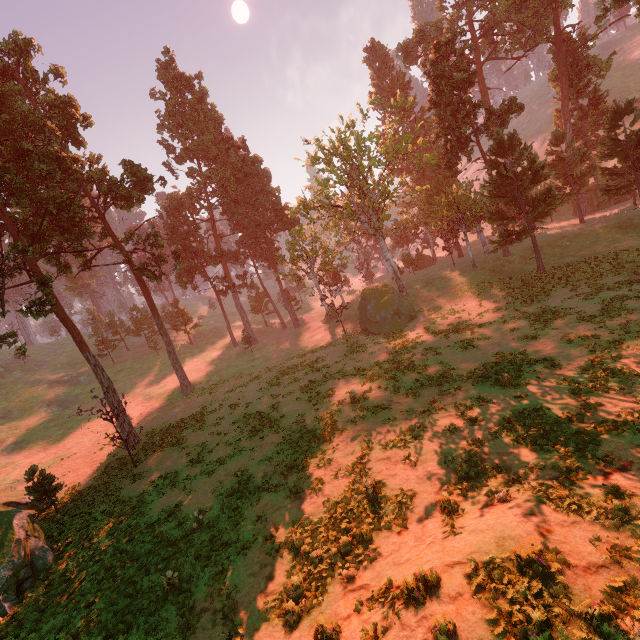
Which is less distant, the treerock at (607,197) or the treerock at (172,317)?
the treerock at (607,197)

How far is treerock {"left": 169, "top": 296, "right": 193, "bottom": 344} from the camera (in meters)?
55.53

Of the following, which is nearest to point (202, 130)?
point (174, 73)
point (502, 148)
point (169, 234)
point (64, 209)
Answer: point (174, 73)

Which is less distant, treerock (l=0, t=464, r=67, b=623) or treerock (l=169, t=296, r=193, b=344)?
treerock (l=0, t=464, r=67, b=623)

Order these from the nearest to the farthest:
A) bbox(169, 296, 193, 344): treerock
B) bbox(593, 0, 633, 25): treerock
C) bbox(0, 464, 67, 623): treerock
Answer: bbox(0, 464, 67, 623): treerock → bbox(593, 0, 633, 25): treerock → bbox(169, 296, 193, 344): treerock

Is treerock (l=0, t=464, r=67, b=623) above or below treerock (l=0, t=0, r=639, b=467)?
below
